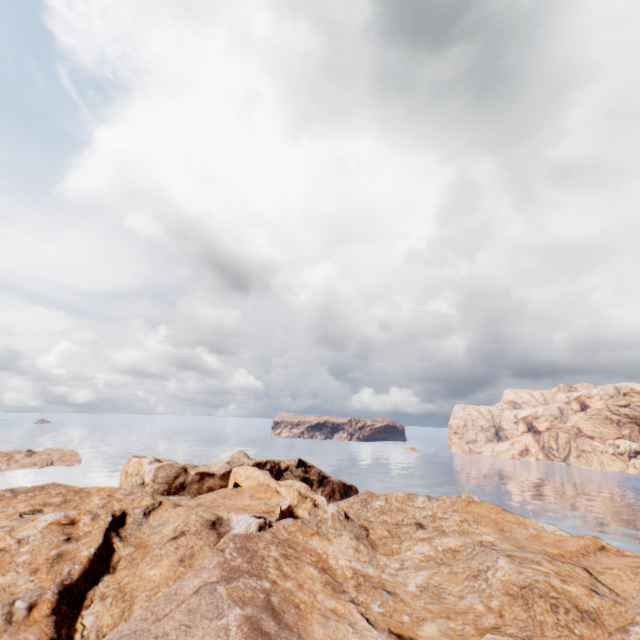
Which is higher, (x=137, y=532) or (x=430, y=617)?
(x=430, y=617)
